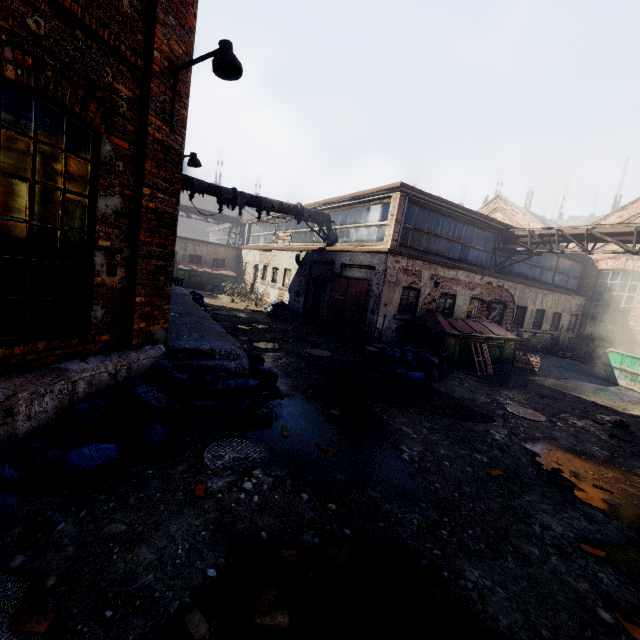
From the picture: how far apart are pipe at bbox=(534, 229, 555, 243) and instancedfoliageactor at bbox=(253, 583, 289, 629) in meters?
14.9 m

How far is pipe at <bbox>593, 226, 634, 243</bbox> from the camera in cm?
1131

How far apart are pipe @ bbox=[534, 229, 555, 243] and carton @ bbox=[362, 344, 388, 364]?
9.30m

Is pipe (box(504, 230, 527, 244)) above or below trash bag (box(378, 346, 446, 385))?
above

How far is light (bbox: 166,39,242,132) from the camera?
4.4 meters

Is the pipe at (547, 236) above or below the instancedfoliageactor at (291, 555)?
above

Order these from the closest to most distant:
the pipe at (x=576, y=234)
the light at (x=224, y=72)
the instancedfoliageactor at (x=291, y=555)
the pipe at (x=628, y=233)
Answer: the instancedfoliageactor at (x=291, y=555), the light at (x=224, y=72), the pipe at (x=628, y=233), the pipe at (x=576, y=234)

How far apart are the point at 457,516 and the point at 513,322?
15.4m
